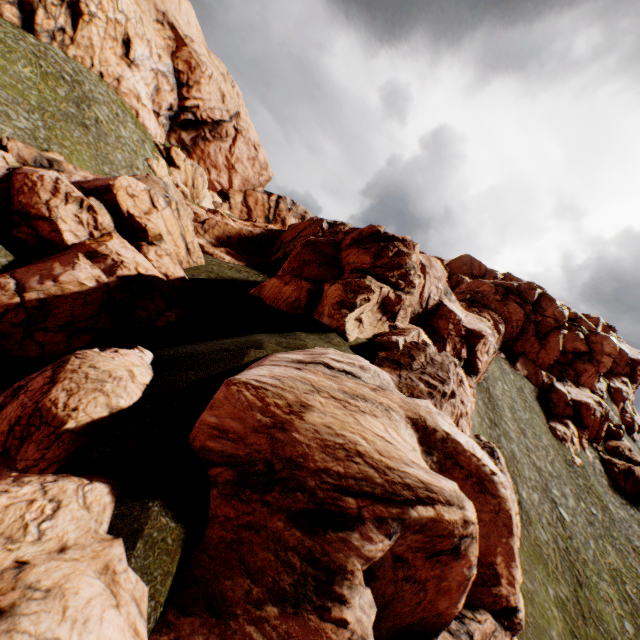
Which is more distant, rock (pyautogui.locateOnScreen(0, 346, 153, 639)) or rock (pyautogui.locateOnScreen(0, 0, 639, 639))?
rock (pyautogui.locateOnScreen(0, 0, 639, 639))

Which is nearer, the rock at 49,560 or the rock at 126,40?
the rock at 49,560

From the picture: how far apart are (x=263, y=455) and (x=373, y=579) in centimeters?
244cm
